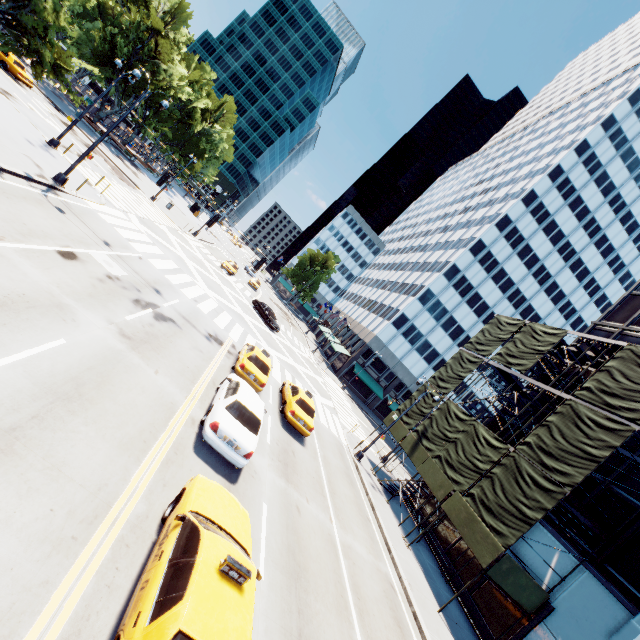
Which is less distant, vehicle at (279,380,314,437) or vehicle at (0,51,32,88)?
vehicle at (279,380,314,437)

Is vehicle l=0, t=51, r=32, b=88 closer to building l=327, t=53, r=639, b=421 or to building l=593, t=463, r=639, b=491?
building l=327, t=53, r=639, b=421

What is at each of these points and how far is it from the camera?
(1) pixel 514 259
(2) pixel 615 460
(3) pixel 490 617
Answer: (1) building, 50.9m
(2) building, 16.6m
(3) building, 15.5m

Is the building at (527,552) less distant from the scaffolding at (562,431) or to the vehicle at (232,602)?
the scaffolding at (562,431)

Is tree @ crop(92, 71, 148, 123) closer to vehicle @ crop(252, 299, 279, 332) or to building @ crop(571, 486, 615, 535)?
vehicle @ crop(252, 299, 279, 332)

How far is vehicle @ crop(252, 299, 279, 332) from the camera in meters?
35.3

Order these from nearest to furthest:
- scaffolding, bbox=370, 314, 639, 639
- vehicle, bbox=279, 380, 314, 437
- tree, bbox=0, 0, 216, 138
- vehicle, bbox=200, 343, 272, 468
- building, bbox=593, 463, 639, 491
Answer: vehicle, bbox=200, 343, 272, 468
tree, bbox=0, 0, 216, 138
scaffolding, bbox=370, 314, 639, 639
building, bbox=593, 463, 639, 491
vehicle, bbox=279, 380, 314, 437

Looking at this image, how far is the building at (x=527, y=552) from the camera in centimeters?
1484cm
